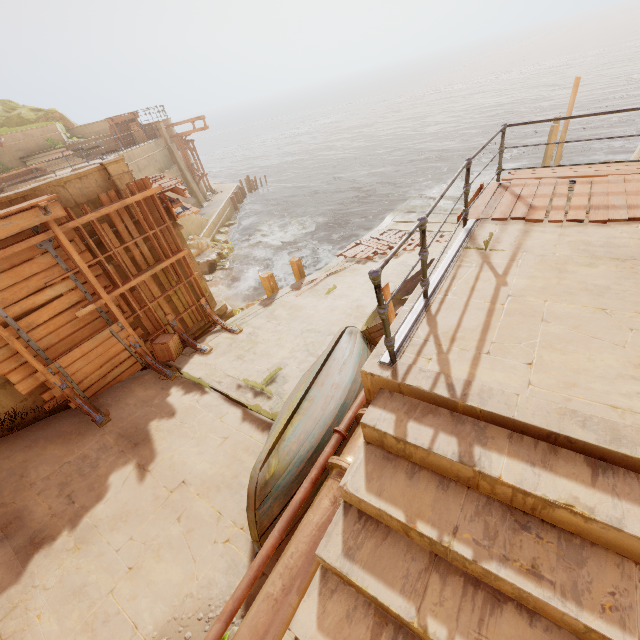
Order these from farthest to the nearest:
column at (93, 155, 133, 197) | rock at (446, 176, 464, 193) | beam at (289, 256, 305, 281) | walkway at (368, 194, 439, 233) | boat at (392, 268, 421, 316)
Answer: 1. rock at (446, 176, 464, 193)
2. walkway at (368, 194, 439, 233)
3. beam at (289, 256, 305, 281)
4. boat at (392, 268, 421, 316)
5. column at (93, 155, 133, 197)

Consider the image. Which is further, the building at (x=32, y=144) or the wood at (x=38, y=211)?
the building at (x=32, y=144)

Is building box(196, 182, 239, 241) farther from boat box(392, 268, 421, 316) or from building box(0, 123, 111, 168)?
boat box(392, 268, 421, 316)

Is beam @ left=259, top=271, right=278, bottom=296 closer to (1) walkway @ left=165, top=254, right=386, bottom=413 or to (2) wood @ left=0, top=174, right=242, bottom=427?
(1) walkway @ left=165, top=254, right=386, bottom=413

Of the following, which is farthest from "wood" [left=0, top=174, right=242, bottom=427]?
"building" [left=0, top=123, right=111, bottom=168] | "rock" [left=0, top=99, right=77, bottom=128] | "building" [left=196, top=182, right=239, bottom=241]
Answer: "rock" [left=0, top=99, right=77, bottom=128]

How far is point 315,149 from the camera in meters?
55.0 m

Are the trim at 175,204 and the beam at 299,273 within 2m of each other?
no

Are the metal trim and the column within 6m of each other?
no
